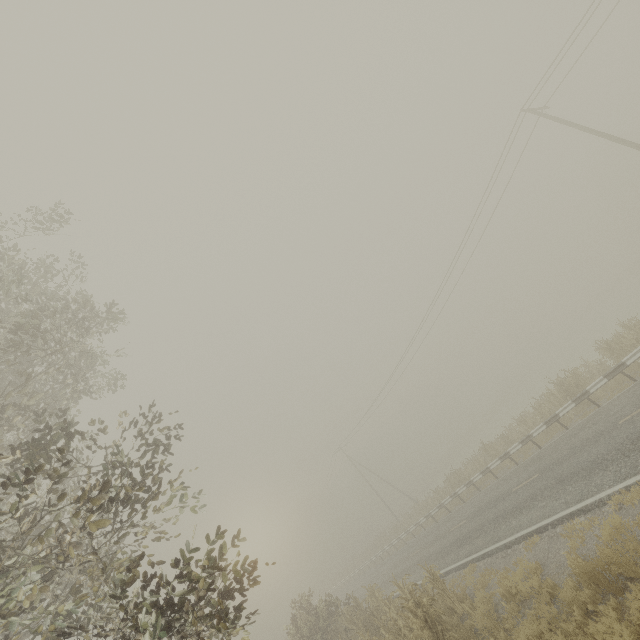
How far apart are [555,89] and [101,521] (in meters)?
26.79
